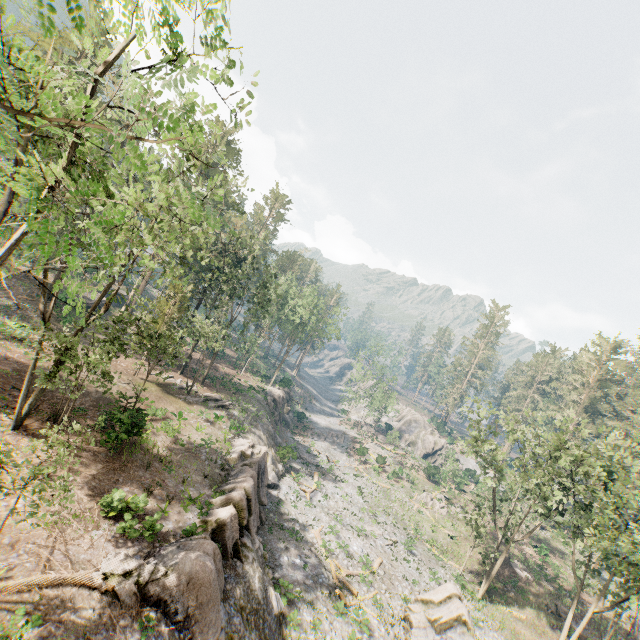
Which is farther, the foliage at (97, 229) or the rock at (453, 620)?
the rock at (453, 620)

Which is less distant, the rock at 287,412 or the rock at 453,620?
the rock at 453,620

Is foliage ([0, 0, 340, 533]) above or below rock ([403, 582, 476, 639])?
above

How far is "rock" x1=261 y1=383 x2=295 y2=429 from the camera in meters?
47.2

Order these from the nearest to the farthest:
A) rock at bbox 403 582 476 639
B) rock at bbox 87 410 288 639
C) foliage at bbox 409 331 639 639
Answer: rock at bbox 87 410 288 639, rock at bbox 403 582 476 639, foliage at bbox 409 331 639 639

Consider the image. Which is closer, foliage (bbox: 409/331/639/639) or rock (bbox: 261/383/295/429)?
foliage (bbox: 409/331/639/639)

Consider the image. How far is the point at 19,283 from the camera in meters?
35.7
